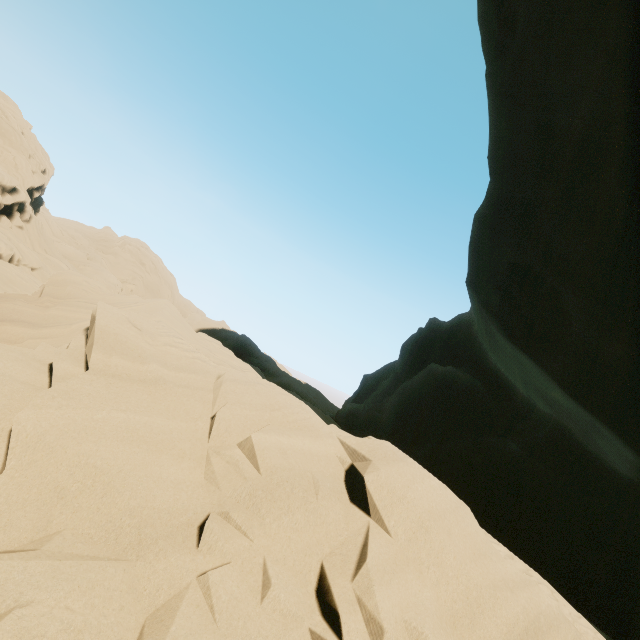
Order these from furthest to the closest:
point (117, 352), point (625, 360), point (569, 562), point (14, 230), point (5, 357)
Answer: point (14, 230) < point (569, 562) < point (625, 360) < point (117, 352) < point (5, 357)
